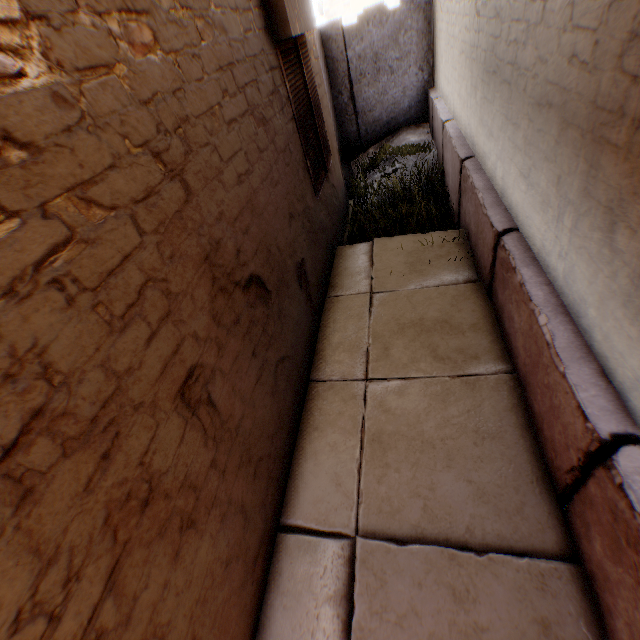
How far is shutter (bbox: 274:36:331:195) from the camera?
3.5 meters

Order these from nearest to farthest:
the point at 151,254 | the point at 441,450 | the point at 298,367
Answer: the point at 151,254 < the point at 441,450 < the point at 298,367

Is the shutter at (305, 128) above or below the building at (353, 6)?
below

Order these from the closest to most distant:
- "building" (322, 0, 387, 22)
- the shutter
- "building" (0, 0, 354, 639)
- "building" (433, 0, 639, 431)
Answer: "building" (0, 0, 354, 639)
"building" (433, 0, 639, 431)
the shutter
"building" (322, 0, 387, 22)

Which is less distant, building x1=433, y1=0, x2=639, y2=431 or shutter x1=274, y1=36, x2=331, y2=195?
building x1=433, y1=0, x2=639, y2=431

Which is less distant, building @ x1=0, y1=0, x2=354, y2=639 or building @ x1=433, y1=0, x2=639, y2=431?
building @ x1=0, y1=0, x2=354, y2=639

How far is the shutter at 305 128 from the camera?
3.5m
